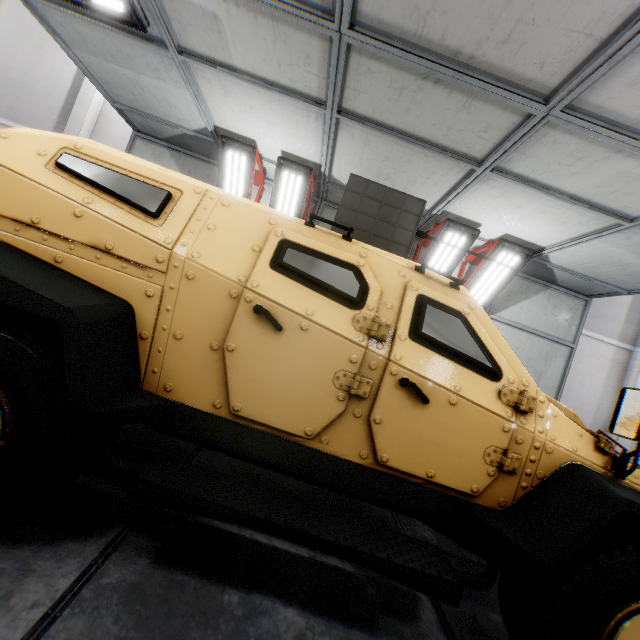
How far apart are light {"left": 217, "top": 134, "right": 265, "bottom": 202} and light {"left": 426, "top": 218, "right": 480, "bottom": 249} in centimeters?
336cm

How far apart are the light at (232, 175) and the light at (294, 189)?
0.35m

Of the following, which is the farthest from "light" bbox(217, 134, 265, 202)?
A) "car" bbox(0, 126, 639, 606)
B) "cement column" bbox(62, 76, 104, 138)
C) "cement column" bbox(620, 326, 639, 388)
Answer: "cement column" bbox(620, 326, 639, 388)

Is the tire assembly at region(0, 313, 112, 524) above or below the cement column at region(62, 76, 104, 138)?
below

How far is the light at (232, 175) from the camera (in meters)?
5.30

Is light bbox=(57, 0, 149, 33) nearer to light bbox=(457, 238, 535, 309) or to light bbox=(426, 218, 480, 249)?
light bbox=(426, 218, 480, 249)

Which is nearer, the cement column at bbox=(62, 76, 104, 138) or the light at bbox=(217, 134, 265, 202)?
the light at bbox=(217, 134, 265, 202)

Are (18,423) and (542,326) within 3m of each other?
no
